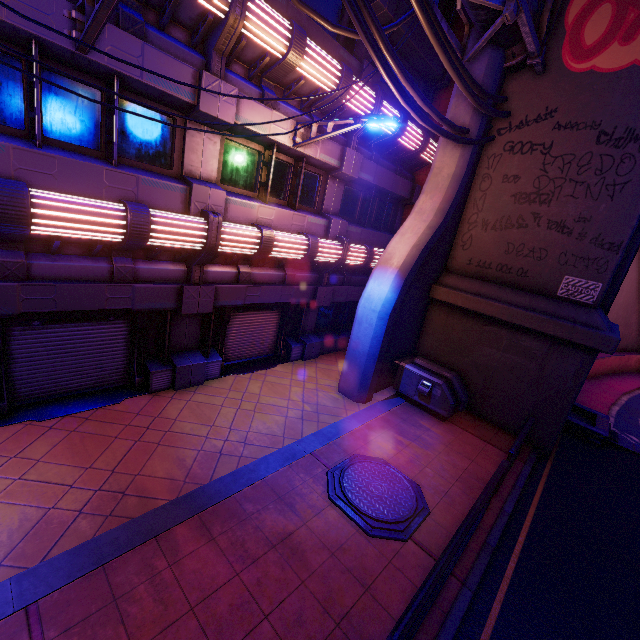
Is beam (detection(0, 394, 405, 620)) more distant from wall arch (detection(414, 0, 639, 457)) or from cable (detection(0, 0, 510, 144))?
cable (detection(0, 0, 510, 144))

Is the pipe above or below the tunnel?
above

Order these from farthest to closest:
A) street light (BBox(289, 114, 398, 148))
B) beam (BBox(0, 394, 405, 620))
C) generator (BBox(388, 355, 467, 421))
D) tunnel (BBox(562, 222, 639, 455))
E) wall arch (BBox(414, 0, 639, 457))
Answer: tunnel (BBox(562, 222, 639, 455)) < generator (BBox(388, 355, 467, 421)) < wall arch (BBox(414, 0, 639, 457)) < street light (BBox(289, 114, 398, 148)) < beam (BBox(0, 394, 405, 620))

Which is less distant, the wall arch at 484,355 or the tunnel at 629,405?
the wall arch at 484,355

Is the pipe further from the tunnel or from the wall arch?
the tunnel

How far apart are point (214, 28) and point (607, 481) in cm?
1542

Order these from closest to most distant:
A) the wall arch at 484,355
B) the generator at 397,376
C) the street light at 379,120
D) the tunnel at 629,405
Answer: the street light at 379,120
the wall arch at 484,355
the generator at 397,376
the tunnel at 629,405

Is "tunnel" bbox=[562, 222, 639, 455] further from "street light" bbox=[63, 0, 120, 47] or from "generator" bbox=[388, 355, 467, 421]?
"street light" bbox=[63, 0, 120, 47]
